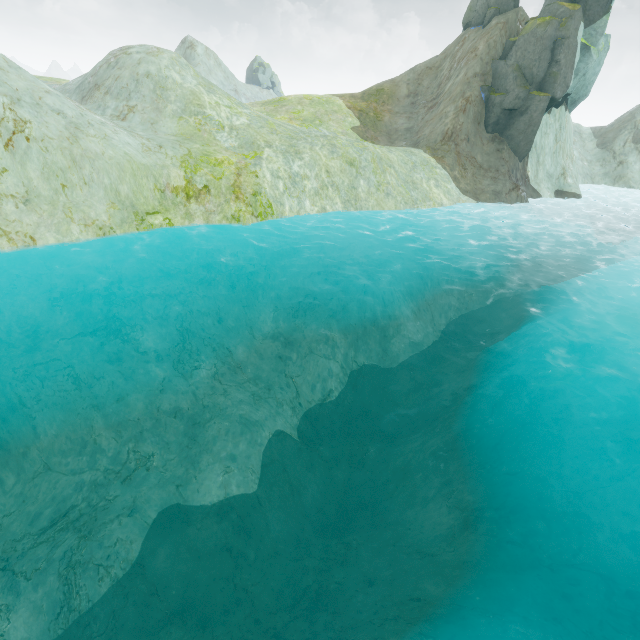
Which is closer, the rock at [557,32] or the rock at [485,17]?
the rock at [557,32]

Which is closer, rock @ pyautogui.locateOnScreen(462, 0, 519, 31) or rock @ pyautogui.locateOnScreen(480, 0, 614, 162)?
rock @ pyautogui.locateOnScreen(480, 0, 614, 162)

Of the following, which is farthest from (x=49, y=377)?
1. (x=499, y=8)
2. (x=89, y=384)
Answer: (x=499, y=8)

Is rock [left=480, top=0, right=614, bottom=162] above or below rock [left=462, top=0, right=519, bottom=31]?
below

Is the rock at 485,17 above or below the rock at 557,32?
above
